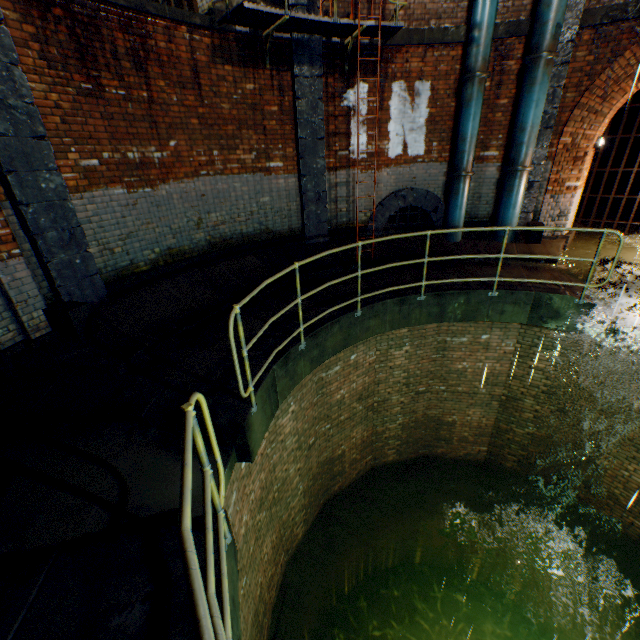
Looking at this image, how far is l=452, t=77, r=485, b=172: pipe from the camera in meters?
7.2 m

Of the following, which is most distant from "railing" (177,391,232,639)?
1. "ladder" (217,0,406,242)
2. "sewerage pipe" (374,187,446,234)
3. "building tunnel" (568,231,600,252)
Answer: "building tunnel" (568,231,600,252)

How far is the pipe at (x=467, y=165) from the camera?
7.2m

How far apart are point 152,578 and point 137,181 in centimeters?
587cm

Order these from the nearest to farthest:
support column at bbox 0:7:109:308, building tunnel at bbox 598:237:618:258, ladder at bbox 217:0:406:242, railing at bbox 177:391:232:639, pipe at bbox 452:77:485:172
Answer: railing at bbox 177:391:232:639
support column at bbox 0:7:109:308
ladder at bbox 217:0:406:242
pipe at bbox 452:77:485:172
building tunnel at bbox 598:237:618:258

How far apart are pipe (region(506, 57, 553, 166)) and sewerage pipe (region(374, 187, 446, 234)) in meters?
1.6

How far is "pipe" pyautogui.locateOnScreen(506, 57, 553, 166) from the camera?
6.8 meters

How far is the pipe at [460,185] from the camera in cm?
809
